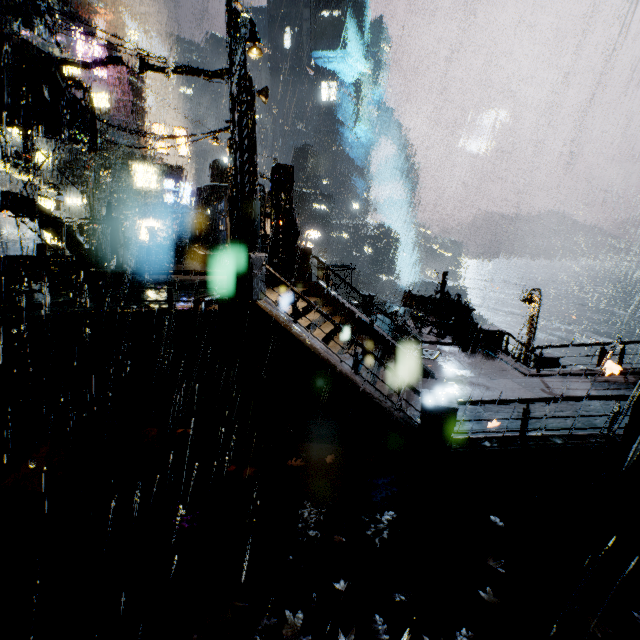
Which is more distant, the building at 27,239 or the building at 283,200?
the building at 27,239

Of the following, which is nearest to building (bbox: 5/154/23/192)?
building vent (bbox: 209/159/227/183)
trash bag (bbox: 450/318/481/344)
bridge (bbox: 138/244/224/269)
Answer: bridge (bbox: 138/244/224/269)

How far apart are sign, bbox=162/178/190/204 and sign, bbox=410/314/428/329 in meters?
35.7

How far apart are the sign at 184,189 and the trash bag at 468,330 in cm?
3828

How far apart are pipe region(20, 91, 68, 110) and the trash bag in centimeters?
2213cm

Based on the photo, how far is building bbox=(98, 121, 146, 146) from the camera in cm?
3116

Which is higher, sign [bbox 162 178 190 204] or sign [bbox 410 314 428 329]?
sign [bbox 162 178 190 204]

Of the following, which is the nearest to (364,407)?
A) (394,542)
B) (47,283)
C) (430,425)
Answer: (430,425)
